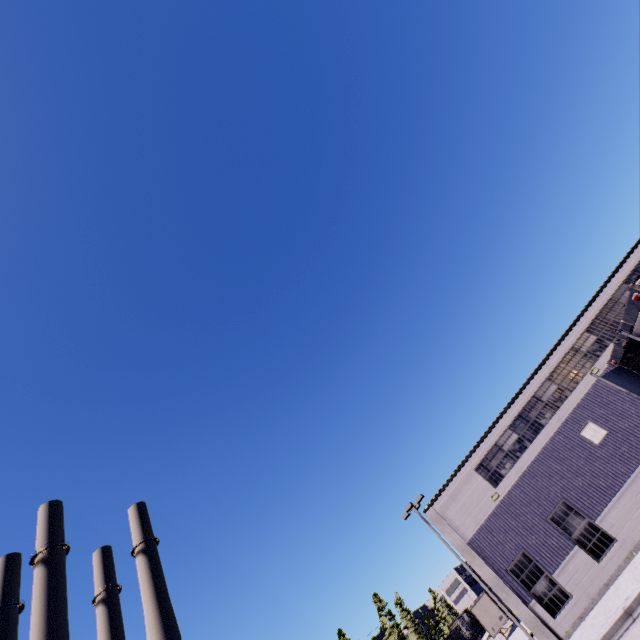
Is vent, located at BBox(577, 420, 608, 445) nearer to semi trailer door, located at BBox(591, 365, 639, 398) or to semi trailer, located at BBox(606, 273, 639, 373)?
semi trailer, located at BBox(606, 273, 639, 373)

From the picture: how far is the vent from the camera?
17.5m

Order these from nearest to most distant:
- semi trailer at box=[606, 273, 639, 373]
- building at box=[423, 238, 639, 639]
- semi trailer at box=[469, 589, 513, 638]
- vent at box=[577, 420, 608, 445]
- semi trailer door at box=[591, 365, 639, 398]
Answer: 1. semi trailer at box=[606, 273, 639, 373]
2. semi trailer door at box=[591, 365, 639, 398]
3. building at box=[423, 238, 639, 639]
4. vent at box=[577, 420, 608, 445]
5. semi trailer at box=[469, 589, 513, 638]

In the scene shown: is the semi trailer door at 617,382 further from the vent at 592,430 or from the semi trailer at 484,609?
the vent at 592,430

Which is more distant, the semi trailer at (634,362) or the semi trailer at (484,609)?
the semi trailer at (484,609)

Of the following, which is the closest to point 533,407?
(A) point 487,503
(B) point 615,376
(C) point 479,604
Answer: (A) point 487,503

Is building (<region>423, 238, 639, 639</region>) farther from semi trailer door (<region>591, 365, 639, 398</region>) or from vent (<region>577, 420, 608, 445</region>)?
semi trailer door (<region>591, 365, 639, 398</region>)

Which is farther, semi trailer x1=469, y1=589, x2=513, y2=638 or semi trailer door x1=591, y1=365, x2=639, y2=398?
semi trailer x1=469, y1=589, x2=513, y2=638
